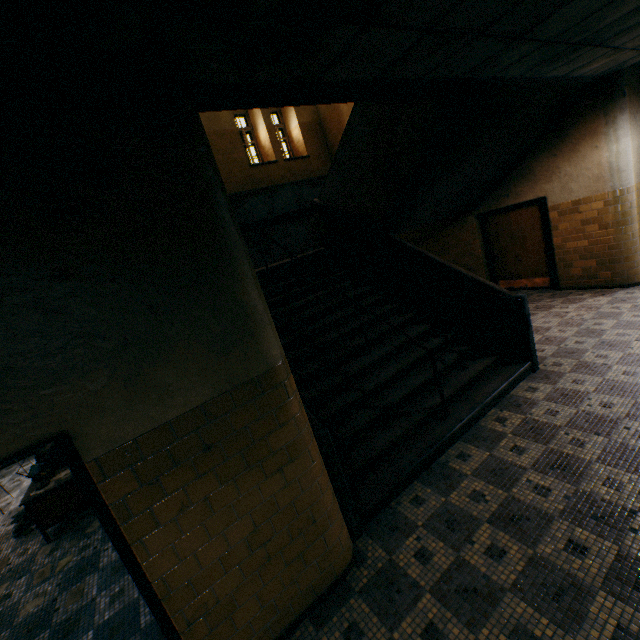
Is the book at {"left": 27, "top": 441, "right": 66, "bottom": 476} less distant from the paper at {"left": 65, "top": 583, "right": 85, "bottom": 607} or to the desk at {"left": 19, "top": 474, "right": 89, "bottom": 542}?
the desk at {"left": 19, "top": 474, "right": 89, "bottom": 542}

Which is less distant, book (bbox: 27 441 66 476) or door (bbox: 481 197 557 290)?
book (bbox: 27 441 66 476)

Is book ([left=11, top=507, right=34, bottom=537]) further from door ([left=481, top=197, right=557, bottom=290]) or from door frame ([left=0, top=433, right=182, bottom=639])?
door ([left=481, top=197, right=557, bottom=290])

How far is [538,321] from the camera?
6.4m

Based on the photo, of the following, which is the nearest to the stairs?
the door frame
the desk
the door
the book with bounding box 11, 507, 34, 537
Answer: the door

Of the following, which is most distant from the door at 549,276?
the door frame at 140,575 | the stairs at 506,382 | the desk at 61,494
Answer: the desk at 61,494

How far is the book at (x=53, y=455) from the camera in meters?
→ 4.9 m

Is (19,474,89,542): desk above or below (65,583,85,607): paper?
above
